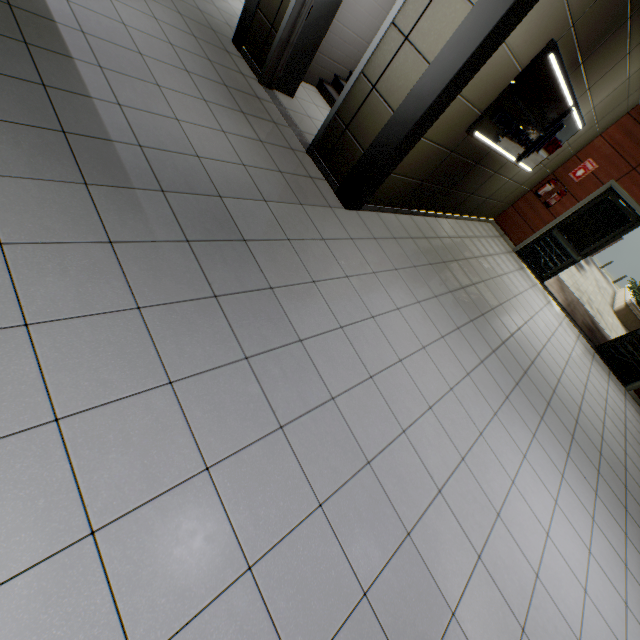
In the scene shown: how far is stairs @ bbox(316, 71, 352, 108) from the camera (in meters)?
5.93

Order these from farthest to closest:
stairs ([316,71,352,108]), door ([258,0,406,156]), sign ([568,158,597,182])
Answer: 1. sign ([568,158,597,182])
2. stairs ([316,71,352,108])
3. door ([258,0,406,156])

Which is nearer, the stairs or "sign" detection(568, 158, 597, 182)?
the stairs

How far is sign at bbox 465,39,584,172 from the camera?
3.6 meters

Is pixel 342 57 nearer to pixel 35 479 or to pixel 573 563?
pixel 35 479

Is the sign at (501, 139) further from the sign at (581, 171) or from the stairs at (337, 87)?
the sign at (581, 171)

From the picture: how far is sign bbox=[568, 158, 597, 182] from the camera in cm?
700

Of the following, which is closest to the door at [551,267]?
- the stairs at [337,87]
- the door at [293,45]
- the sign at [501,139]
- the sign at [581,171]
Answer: the sign at [581,171]
